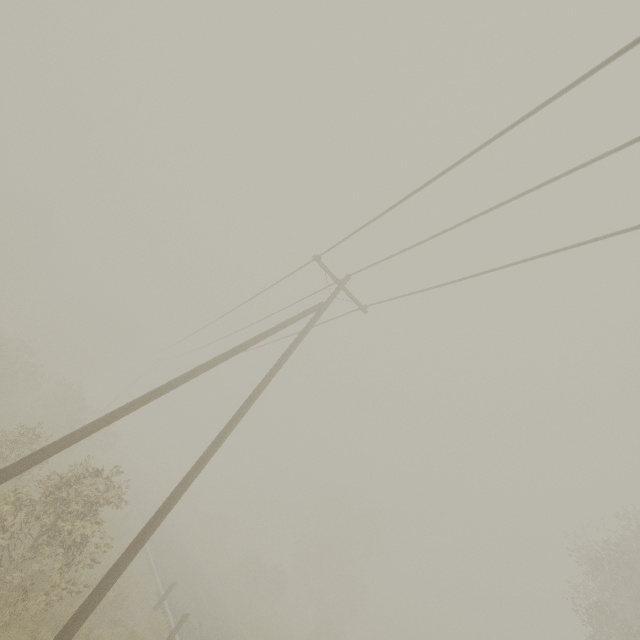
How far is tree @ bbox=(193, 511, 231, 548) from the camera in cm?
4288

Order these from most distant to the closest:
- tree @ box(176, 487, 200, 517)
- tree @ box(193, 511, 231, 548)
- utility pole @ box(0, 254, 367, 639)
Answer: tree @ box(176, 487, 200, 517) → tree @ box(193, 511, 231, 548) → utility pole @ box(0, 254, 367, 639)

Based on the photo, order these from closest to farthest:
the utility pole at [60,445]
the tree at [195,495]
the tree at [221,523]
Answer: the utility pole at [60,445] < the tree at [221,523] < the tree at [195,495]

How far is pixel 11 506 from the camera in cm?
784

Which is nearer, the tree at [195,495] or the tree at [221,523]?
the tree at [221,523]

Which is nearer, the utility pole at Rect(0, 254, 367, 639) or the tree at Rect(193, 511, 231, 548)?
the utility pole at Rect(0, 254, 367, 639)

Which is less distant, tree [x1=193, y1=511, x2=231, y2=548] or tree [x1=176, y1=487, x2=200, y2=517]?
tree [x1=193, y1=511, x2=231, y2=548]
